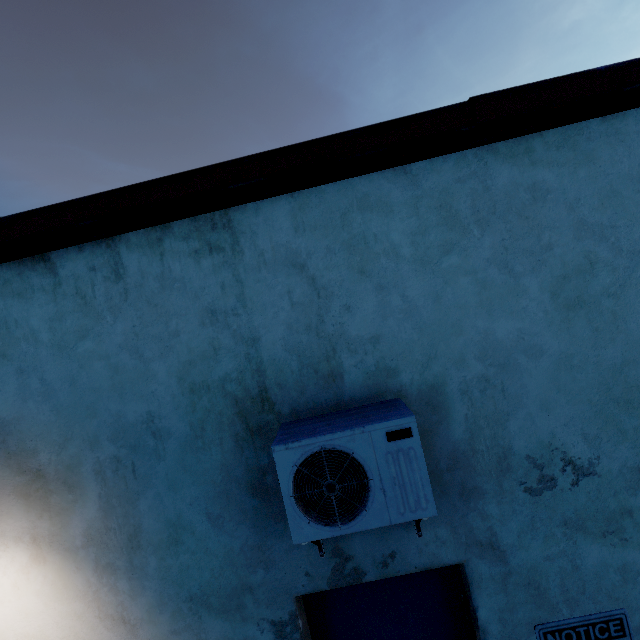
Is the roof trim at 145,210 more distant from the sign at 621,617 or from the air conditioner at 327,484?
the sign at 621,617

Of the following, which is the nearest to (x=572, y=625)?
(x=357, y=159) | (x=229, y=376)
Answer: (x=229, y=376)

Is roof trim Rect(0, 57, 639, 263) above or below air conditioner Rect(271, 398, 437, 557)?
above

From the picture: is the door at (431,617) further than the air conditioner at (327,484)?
Yes

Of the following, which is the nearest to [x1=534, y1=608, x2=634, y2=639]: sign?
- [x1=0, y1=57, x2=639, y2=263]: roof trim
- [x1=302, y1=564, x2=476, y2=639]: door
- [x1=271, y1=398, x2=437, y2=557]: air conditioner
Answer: [x1=302, y1=564, x2=476, y2=639]: door

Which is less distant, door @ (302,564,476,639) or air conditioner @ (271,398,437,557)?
air conditioner @ (271,398,437,557)

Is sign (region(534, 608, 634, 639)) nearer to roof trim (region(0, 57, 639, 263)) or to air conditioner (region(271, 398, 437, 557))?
air conditioner (region(271, 398, 437, 557))

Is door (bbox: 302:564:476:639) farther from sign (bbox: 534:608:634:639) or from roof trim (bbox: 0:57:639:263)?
roof trim (bbox: 0:57:639:263)
